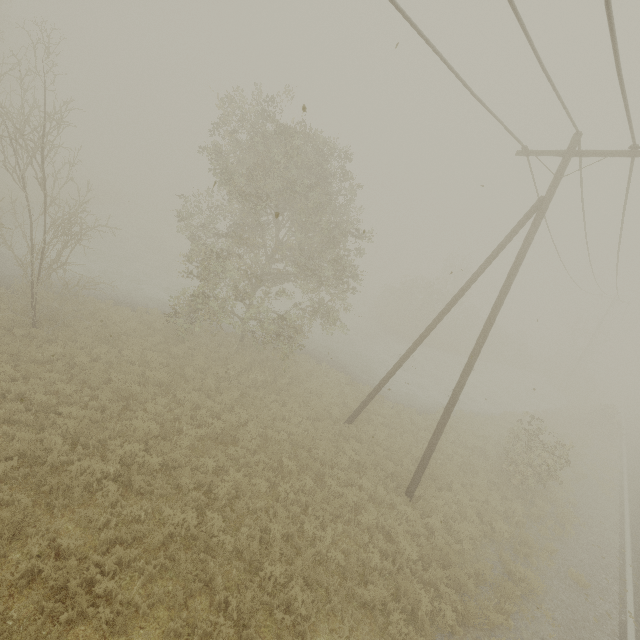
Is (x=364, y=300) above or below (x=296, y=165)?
below
